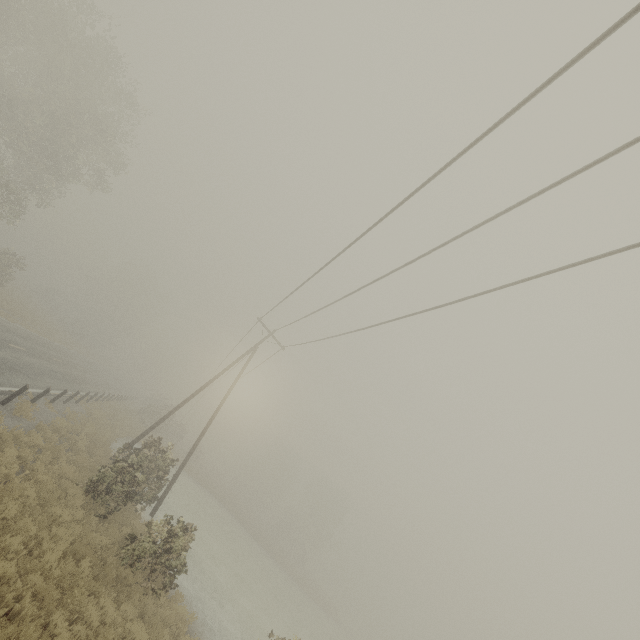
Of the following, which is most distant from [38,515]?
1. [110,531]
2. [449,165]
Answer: [449,165]

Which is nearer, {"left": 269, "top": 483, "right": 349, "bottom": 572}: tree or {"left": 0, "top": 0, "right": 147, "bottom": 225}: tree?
{"left": 0, "top": 0, "right": 147, "bottom": 225}: tree

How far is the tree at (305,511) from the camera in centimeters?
5278cm

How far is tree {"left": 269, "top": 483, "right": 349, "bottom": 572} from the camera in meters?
52.8

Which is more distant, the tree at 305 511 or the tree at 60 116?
the tree at 305 511
